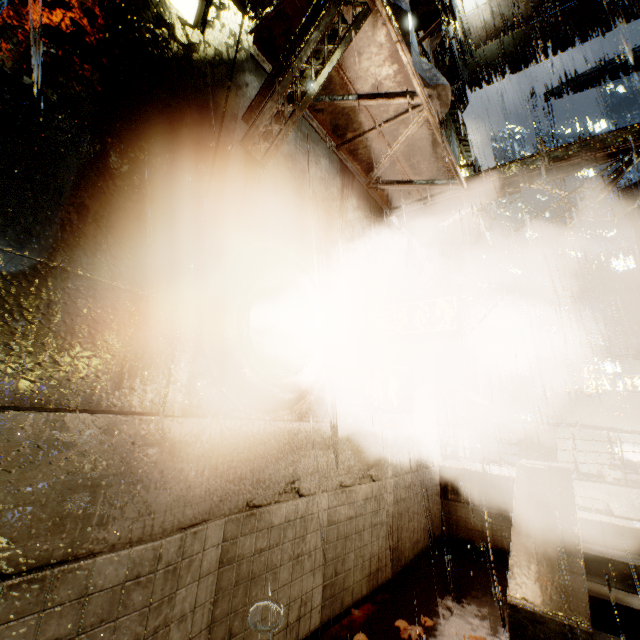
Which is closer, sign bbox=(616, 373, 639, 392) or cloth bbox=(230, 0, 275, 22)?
cloth bbox=(230, 0, 275, 22)

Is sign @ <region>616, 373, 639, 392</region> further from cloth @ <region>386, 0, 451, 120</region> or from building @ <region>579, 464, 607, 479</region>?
cloth @ <region>386, 0, 451, 120</region>

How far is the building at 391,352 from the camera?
7.5m

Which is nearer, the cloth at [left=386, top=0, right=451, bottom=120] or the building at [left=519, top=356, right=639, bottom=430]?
the cloth at [left=386, top=0, right=451, bottom=120]

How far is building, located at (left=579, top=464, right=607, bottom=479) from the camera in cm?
1253

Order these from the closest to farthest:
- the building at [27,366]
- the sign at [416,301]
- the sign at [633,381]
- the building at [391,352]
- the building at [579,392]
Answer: the building at [27,366]
the sign at [416,301]
the building at [391,352]
the sign at [633,381]
the building at [579,392]

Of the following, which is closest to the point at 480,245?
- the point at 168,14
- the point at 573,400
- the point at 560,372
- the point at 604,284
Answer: the point at 168,14

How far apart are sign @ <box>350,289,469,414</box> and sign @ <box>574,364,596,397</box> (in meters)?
22.94
